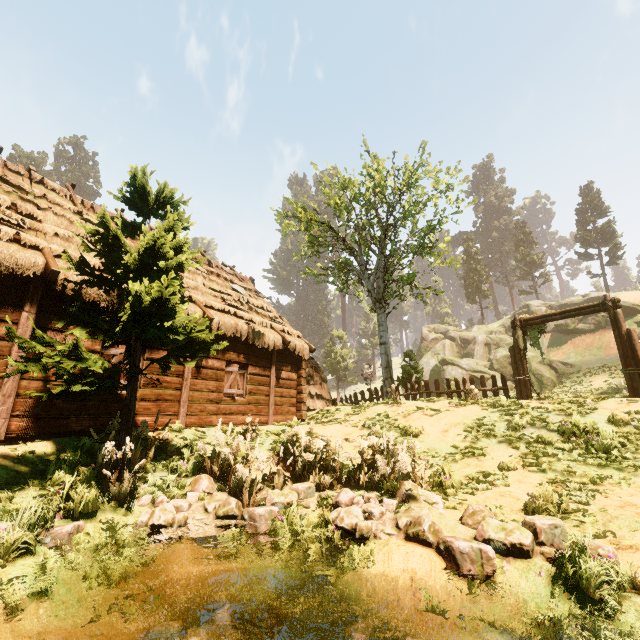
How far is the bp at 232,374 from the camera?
11.17m

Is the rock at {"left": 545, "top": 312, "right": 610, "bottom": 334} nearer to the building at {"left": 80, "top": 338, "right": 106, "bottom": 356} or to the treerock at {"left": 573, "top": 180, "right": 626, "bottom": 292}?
the treerock at {"left": 573, "top": 180, "right": 626, "bottom": 292}

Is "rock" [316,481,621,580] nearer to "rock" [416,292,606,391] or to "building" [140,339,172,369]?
"building" [140,339,172,369]

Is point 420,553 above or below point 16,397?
below

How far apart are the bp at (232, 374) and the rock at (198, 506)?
4.9m

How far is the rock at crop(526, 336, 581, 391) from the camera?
29.67m

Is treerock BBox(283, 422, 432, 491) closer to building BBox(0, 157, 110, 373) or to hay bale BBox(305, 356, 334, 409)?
building BBox(0, 157, 110, 373)

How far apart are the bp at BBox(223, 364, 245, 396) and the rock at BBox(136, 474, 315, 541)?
4.9 meters
